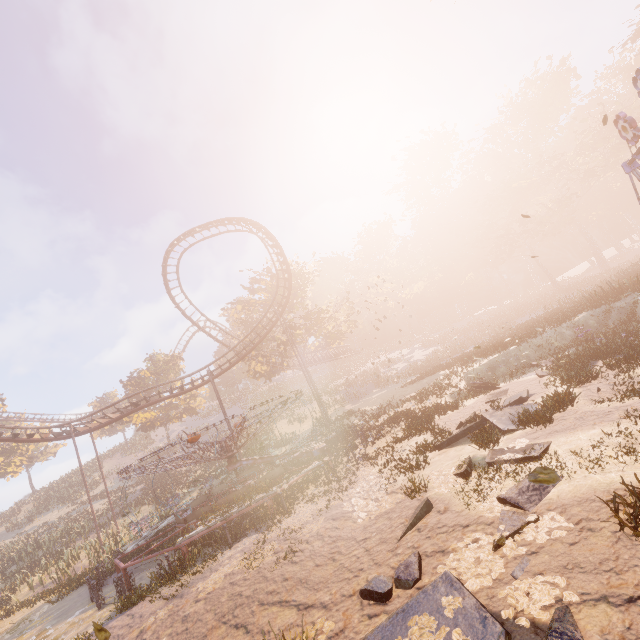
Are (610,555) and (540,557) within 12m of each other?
yes

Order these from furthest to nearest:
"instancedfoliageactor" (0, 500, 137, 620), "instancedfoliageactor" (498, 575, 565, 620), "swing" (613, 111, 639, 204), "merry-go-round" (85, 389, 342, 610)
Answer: "instancedfoliageactor" (0, 500, 137, 620)
"merry-go-round" (85, 389, 342, 610)
"swing" (613, 111, 639, 204)
"instancedfoliageactor" (498, 575, 565, 620)

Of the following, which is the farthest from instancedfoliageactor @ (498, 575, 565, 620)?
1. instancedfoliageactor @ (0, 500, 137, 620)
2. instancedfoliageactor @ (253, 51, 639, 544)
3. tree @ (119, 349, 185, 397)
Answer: tree @ (119, 349, 185, 397)

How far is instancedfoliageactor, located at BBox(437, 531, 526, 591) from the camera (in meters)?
4.62

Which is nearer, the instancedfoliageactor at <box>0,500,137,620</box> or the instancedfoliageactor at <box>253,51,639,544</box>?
the instancedfoliageactor at <box>253,51,639,544</box>

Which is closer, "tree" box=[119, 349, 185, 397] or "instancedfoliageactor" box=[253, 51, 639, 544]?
"instancedfoliageactor" box=[253, 51, 639, 544]

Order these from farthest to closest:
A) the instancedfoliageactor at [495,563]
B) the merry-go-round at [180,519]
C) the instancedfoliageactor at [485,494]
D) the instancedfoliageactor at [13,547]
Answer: the instancedfoliageactor at [13,547]
the merry-go-round at [180,519]
the instancedfoliageactor at [485,494]
the instancedfoliageactor at [495,563]

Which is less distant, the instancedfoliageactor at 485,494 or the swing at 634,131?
the instancedfoliageactor at 485,494
